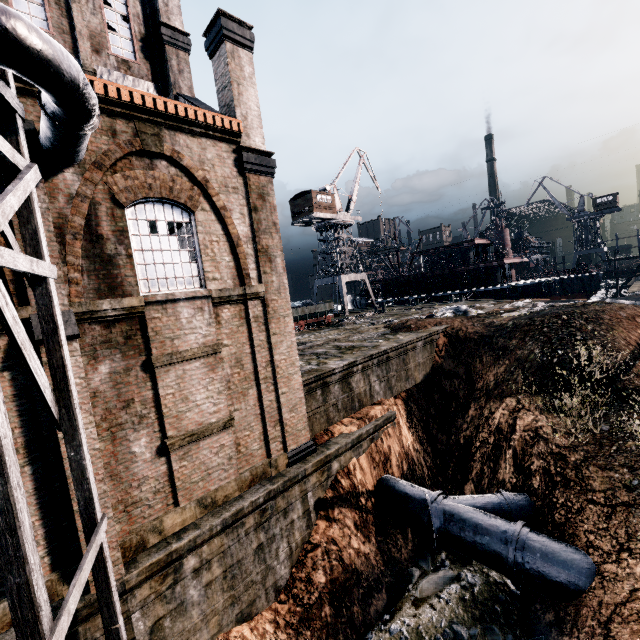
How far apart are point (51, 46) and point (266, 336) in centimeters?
872cm

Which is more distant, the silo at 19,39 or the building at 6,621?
the building at 6,621

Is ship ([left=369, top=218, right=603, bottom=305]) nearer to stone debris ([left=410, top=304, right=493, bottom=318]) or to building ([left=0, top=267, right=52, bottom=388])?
stone debris ([left=410, top=304, right=493, bottom=318])

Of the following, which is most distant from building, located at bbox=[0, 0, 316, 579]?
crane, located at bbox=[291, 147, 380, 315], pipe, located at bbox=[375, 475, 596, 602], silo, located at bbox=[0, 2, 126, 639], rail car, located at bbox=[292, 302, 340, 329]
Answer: crane, located at bbox=[291, 147, 380, 315]

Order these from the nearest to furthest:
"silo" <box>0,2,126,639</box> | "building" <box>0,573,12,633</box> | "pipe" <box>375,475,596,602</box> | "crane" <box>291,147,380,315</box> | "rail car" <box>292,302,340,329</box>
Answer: "silo" <box>0,2,126,639</box> < "building" <box>0,573,12,633</box> < "pipe" <box>375,475,596,602</box> < "rail car" <box>292,302,340,329</box> < "crane" <box>291,147,380,315</box>

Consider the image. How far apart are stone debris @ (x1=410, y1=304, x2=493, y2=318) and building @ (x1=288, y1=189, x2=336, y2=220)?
23.3m

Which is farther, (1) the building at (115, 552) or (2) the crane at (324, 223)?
(2) the crane at (324, 223)

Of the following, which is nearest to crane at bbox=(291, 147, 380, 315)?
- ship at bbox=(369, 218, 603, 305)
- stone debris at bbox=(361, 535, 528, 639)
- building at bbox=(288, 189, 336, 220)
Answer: building at bbox=(288, 189, 336, 220)
